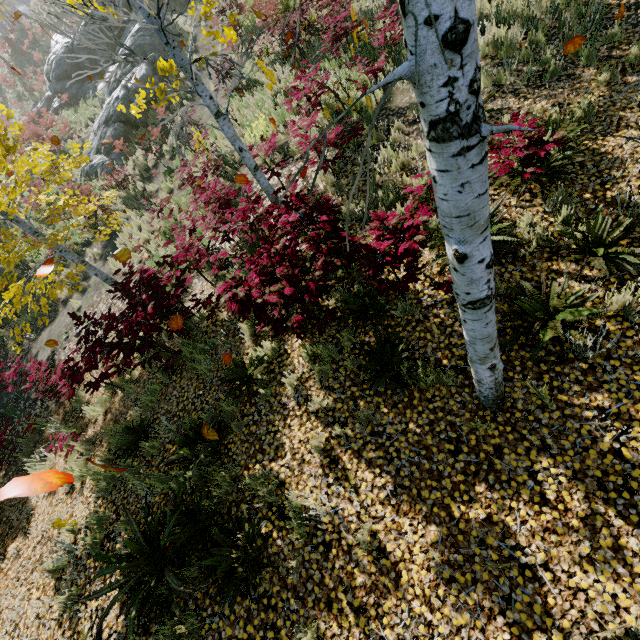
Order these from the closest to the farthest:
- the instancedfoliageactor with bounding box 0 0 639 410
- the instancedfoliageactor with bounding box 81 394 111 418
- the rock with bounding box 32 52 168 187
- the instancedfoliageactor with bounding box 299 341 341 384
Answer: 1. the instancedfoliageactor with bounding box 0 0 639 410
2. the instancedfoliageactor with bounding box 299 341 341 384
3. the instancedfoliageactor with bounding box 81 394 111 418
4. the rock with bounding box 32 52 168 187

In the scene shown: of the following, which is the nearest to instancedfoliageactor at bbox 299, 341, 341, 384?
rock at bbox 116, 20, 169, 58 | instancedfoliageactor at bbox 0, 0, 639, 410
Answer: instancedfoliageactor at bbox 0, 0, 639, 410

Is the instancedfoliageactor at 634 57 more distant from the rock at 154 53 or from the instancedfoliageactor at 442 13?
the rock at 154 53

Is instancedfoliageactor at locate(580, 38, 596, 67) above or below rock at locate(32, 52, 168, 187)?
below

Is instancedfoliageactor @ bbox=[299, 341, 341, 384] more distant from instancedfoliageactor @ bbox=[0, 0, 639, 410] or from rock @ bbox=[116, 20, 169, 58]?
rock @ bbox=[116, 20, 169, 58]

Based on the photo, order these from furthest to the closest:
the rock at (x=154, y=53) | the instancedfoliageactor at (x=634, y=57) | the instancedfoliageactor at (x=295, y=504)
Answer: the rock at (x=154, y=53)
the instancedfoliageactor at (x=634, y=57)
the instancedfoliageactor at (x=295, y=504)

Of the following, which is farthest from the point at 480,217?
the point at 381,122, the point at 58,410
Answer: the point at 58,410
